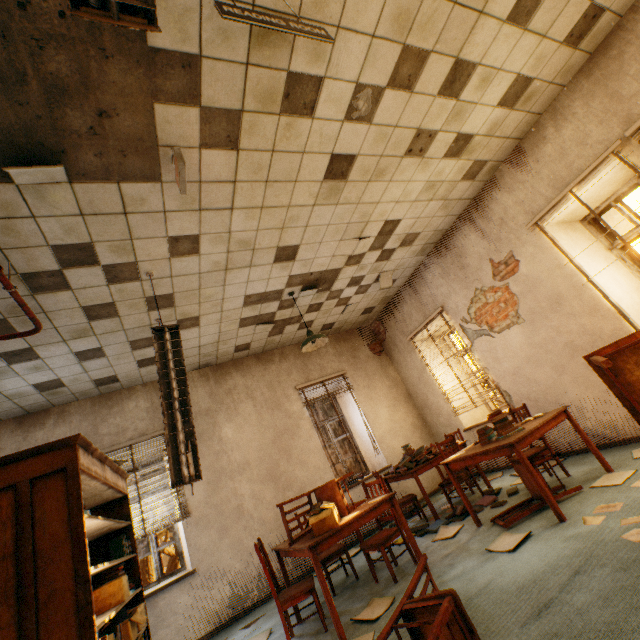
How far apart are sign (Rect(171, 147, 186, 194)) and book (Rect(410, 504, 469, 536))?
5.0 meters

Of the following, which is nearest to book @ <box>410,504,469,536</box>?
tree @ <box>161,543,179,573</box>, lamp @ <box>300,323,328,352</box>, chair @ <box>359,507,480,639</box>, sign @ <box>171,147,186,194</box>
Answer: chair @ <box>359,507,480,639</box>

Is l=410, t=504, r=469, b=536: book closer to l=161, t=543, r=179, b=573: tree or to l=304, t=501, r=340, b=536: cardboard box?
l=304, t=501, r=340, b=536: cardboard box

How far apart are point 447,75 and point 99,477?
4.9 meters

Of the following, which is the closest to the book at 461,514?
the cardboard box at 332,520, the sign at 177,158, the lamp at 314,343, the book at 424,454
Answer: the book at 424,454

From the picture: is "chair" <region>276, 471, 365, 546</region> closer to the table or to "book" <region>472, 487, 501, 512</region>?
"book" <region>472, 487, 501, 512</region>

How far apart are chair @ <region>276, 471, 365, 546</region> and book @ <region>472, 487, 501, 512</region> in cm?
117

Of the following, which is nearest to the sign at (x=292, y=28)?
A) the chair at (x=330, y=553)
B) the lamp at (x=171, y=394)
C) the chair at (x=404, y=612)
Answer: the lamp at (x=171, y=394)
